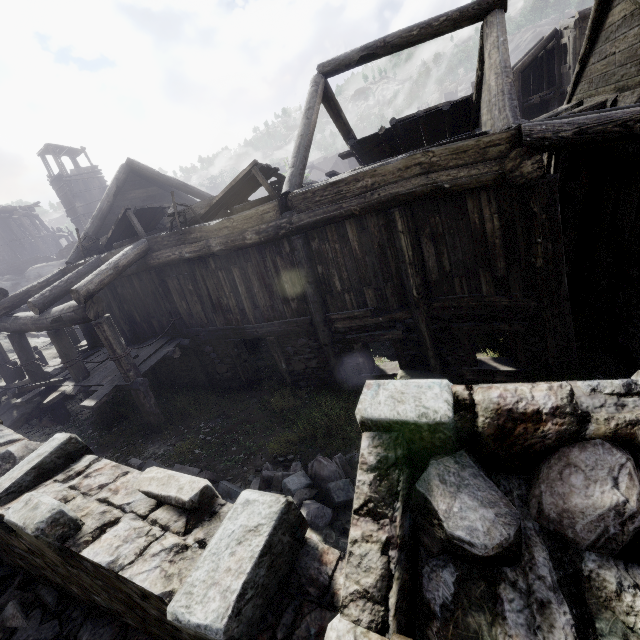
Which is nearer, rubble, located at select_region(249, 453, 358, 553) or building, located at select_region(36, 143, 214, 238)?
rubble, located at select_region(249, 453, 358, 553)

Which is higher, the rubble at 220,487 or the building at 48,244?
the building at 48,244

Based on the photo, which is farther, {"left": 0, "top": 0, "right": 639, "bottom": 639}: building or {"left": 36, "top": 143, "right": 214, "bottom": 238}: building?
{"left": 36, "top": 143, "right": 214, "bottom": 238}: building

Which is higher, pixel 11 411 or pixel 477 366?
pixel 11 411

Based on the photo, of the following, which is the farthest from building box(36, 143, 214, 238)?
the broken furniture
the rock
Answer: the broken furniture

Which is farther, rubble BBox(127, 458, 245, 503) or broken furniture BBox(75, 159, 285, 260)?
broken furniture BBox(75, 159, 285, 260)

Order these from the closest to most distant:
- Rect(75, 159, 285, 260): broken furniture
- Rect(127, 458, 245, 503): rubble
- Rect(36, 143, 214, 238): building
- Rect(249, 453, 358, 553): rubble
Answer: Rect(249, 453, 358, 553): rubble, Rect(127, 458, 245, 503): rubble, Rect(75, 159, 285, 260): broken furniture, Rect(36, 143, 214, 238): building

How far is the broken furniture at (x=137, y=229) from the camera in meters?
8.2
